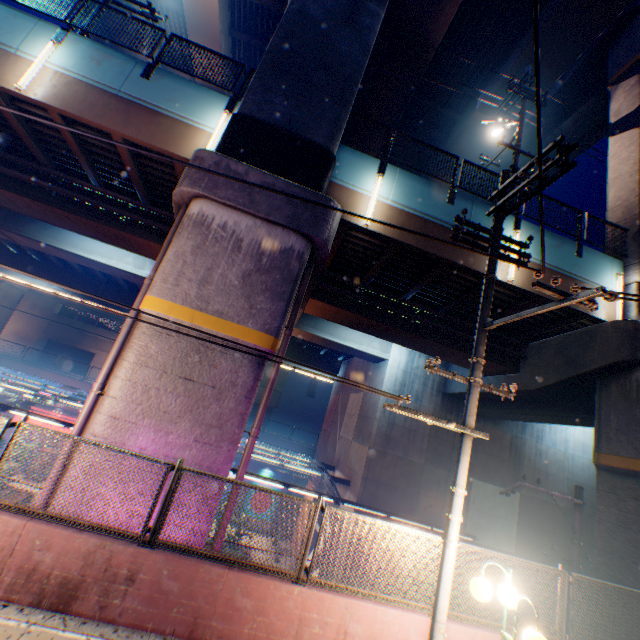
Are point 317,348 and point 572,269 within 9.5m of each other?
no

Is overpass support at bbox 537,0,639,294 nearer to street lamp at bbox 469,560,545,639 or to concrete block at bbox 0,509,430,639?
concrete block at bbox 0,509,430,639

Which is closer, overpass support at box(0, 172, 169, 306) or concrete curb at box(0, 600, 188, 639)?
concrete curb at box(0, 600, 188, 639)

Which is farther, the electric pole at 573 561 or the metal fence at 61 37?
the metal fence at 61 37

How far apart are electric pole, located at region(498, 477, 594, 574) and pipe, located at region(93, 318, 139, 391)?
11.78m

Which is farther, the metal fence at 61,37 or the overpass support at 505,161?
the overpass support at 505,161

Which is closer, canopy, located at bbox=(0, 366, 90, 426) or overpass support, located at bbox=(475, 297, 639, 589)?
overpass support, located at bbox=(475, 297, 639, 589)
